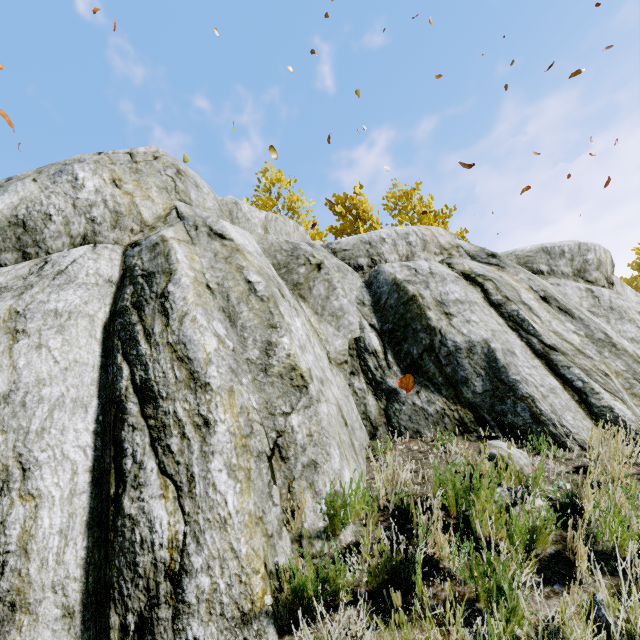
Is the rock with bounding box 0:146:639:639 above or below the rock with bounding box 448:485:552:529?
above

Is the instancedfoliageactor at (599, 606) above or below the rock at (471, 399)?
below

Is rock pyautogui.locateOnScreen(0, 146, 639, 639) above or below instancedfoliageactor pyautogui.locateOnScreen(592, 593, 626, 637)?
above

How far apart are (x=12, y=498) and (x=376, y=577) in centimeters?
237cm

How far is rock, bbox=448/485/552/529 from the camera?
2.1 meters

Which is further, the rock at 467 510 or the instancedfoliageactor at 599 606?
the rock at 467 510

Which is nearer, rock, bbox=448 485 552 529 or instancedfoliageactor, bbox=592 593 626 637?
instancedfoliageactor, bbox=592 593 626 637
